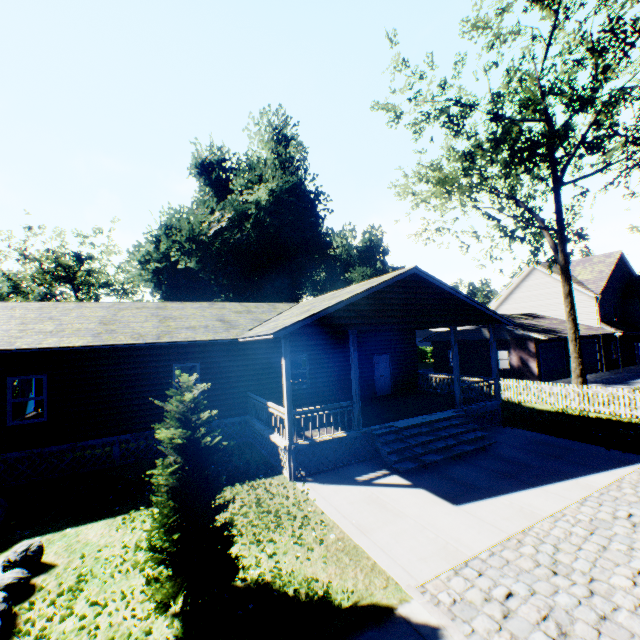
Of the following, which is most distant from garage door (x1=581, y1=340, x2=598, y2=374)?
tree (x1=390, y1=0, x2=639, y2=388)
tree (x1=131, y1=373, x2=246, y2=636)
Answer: tree (x1=131, y1=373, x2=246, y2=636)

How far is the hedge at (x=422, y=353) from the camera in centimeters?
4884cm

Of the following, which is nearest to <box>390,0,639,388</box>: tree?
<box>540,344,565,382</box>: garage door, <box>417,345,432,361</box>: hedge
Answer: <box>540,344,565,382</box>: garage door

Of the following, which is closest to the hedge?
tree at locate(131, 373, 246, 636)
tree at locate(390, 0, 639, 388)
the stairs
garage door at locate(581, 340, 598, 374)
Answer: garage door at locate(581, 340, 598, 374)

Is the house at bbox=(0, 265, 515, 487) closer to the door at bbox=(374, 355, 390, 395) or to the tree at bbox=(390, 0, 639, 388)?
the door at bbox=(374, 355, 390, 395)

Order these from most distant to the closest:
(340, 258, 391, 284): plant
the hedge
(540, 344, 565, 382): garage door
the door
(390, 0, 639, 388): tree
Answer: (340, 258, 391, 284): plant → the hedge → (540, 344, 565, 382): garage door → the door → (390, 0, 639, 388): tree

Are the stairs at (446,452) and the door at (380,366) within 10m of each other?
yes

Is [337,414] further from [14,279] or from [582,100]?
[14,279]
